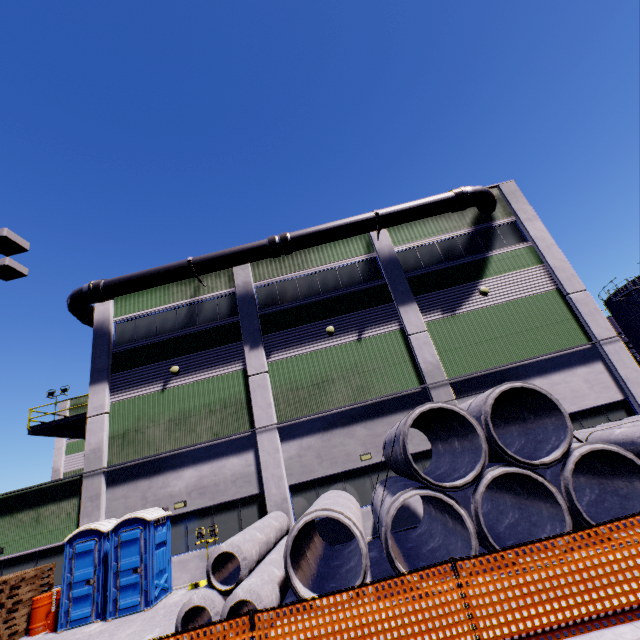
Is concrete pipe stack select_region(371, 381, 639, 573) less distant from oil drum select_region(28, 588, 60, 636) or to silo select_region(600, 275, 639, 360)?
silo select_region(600, 275, 639, 360)

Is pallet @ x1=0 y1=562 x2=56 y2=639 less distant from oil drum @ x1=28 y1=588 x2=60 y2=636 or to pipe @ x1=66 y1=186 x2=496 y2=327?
oil drum @ x1=28 y1=588 x2=60 y2=636

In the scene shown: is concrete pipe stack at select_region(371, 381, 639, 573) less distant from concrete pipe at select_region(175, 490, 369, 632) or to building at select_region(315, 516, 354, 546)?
building at select_region(315, 516, 354, 546)

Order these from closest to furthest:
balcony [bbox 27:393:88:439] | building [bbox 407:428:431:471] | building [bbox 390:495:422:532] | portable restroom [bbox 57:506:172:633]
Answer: portable restroom [bbox 57:506:172:633] < building [bbox 390:495:422:532] < building [bbox 407:428:431:471] < balcony [bbox 27:393:88:439]

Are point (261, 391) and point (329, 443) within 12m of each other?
yes

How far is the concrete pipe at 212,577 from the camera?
7.20m

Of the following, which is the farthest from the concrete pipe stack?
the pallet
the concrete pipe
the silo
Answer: the pallet

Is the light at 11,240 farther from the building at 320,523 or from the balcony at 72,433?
the balcony at 72,433
